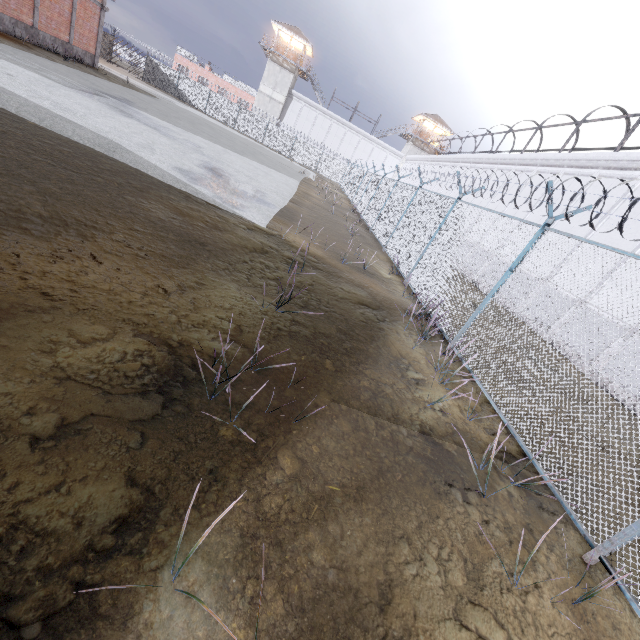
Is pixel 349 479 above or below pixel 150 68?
below

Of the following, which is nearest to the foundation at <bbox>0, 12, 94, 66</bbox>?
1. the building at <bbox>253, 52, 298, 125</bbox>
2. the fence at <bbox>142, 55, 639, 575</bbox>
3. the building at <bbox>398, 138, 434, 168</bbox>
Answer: the fence at <bbox>142, 55, 639, 575</bbox>

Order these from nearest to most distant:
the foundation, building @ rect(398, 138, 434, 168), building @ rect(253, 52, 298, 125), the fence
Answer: the fence
the foundation
building @ rect(253, 52, 298, 125)
building @ rect(398, 138, 434, 168)

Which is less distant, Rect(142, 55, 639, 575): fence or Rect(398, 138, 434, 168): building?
Rect(142, 55, 639, 575): fence

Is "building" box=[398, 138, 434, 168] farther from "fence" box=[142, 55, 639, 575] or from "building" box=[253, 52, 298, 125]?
"building" box=[253, 52, 298, 125]

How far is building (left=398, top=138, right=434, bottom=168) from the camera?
50.1 meters

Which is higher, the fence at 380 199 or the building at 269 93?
the building at 269 93

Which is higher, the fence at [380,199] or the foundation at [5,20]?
the fence at [380,199]
